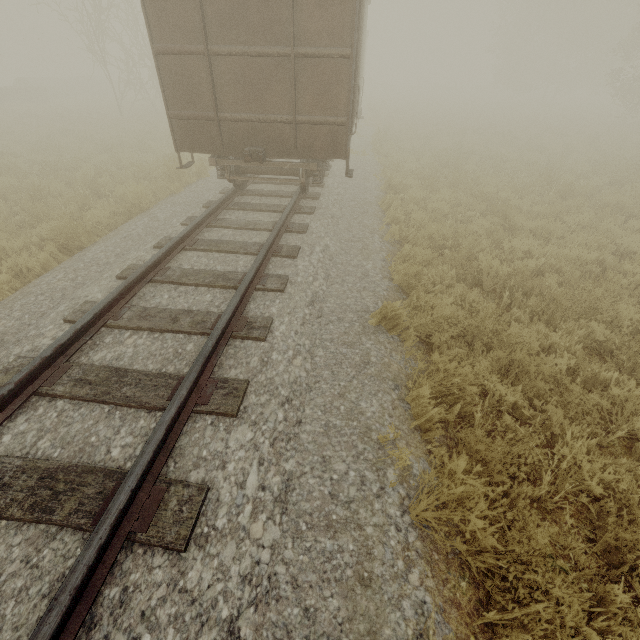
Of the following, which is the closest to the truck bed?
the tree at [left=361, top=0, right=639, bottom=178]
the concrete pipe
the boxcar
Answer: the concrete pipe

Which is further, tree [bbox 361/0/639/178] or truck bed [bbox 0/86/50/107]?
truck bed [bbox 0/86/50/107]

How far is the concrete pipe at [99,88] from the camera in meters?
29.3

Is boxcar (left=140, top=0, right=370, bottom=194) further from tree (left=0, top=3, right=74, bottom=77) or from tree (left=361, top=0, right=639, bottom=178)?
tree (left=0, top=3, right=74, bottom=77)

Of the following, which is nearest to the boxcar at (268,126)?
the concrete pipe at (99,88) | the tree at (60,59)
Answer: the concrete pipe at (99,88)

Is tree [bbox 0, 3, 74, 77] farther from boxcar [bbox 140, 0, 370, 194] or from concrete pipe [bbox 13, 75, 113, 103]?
boxcar [bbox 140, 0, 370, 194]

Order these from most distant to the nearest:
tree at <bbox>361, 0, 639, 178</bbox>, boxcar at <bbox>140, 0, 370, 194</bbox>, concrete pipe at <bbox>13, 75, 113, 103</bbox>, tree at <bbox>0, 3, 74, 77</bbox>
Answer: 1. tree at <bbox>0, 3, 74, 77</bbox>
2. concrete pipe at <bbox>13, 75, 113, 103</bbox>
3. tree at <bbox>361, 0, 639, 178</bbox>
4. boxcar at <bbox>140, 0, 370, 194</bbox>

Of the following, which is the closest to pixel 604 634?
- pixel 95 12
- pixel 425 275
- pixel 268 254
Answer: pixel 425 275
